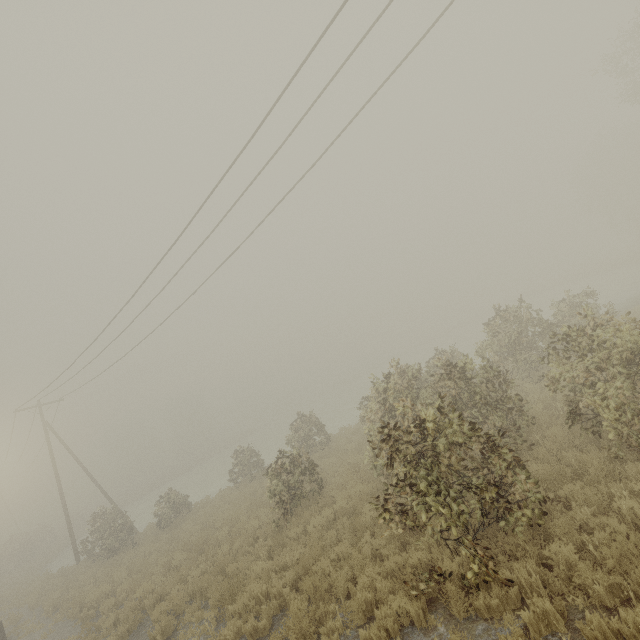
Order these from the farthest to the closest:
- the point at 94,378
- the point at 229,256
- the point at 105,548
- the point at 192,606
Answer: the point at 94,378, the point at 105,548, the point at 229,256, the point at 192,606
